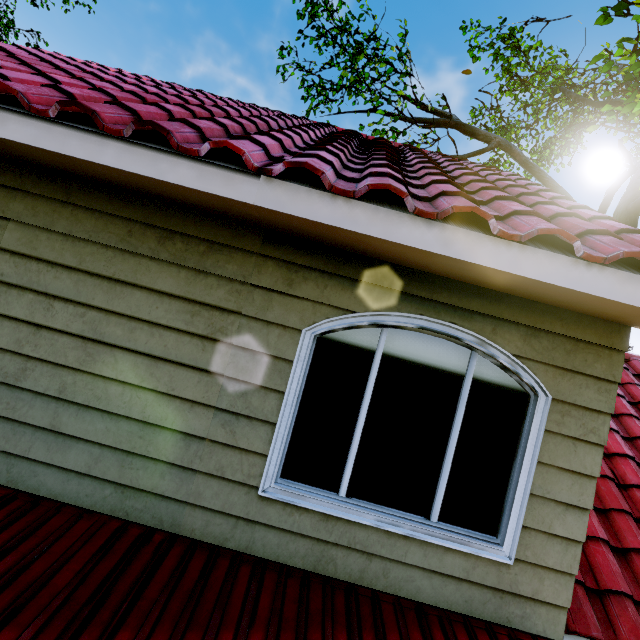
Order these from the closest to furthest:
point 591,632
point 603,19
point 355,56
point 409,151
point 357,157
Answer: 1. point 591,632
2. point 357,157
3. point 409,151
4. point 603,19
5. point 355,56
